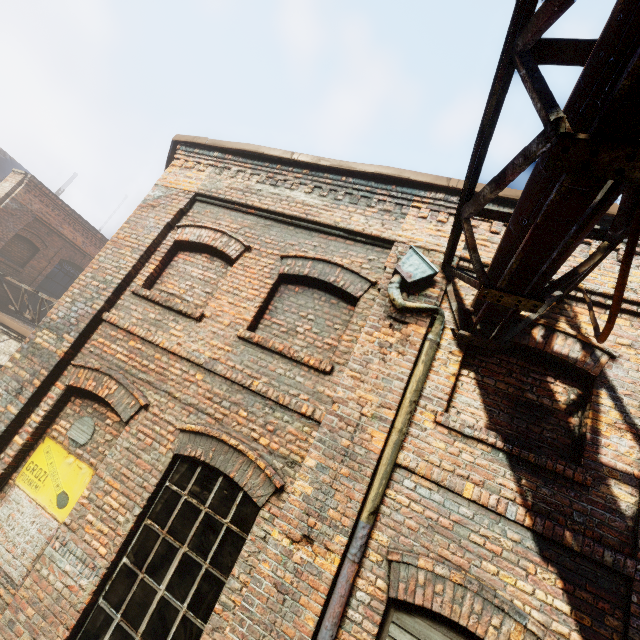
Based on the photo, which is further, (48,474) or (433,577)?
(48,474)

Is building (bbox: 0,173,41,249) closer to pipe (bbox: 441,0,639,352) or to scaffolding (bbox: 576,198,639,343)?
pipe (bbox: 441,0,639,352)

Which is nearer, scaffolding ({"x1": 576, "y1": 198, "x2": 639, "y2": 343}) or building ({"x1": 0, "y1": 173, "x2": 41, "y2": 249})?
scaffolding ({"x1": 576, "y1": 198, "x2": 639, "y2": 343})

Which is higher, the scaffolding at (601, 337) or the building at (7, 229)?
the building at (7, 229)

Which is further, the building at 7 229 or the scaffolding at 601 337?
the building at 7 229

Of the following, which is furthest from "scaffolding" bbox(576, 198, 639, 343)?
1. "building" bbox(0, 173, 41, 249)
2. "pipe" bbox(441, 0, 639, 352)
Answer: "building" bbox(0, 173, 41, 249)
